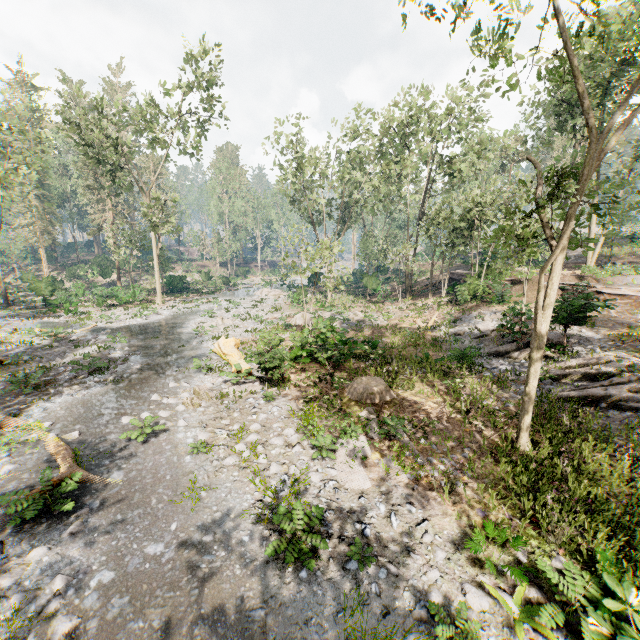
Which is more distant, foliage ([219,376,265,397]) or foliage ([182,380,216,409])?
foliage ([219,376,265,397])

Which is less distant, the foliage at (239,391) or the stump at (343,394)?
the stump at (343,394)

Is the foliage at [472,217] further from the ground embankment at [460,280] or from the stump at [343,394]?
the stump at [343,394]

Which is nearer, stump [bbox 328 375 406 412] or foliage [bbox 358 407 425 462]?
foliage [bbox 358 407 425 462]

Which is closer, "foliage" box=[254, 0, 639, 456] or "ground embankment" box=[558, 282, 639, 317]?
"foliage" box=[254, 0, 639, 456]

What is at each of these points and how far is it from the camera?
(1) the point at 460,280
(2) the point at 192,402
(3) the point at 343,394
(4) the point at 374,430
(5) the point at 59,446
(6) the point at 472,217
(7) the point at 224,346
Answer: (1) ground embankment, 31.4m
(2) foliage, 12.2m
(3) stump, 13.1m
(4) foliage, 10.5m
(5) foliage, 9.4m
(6) foliage, 25.8m
(7) tree trunk, 17.4m

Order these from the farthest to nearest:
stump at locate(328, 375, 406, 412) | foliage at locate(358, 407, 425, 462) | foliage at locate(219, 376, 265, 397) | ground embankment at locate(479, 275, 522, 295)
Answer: ground embankment at locate(479, 275, 522, 295) → foliage at locate(219, 376, 265, 397) → stump at locate(328, 375, 406, 412) → foliage at locate(358, 407, 425, 462)

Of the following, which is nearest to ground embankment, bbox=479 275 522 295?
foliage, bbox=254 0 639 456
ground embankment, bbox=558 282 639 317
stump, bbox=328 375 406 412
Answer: foliage, bbox=254 0 639 456
